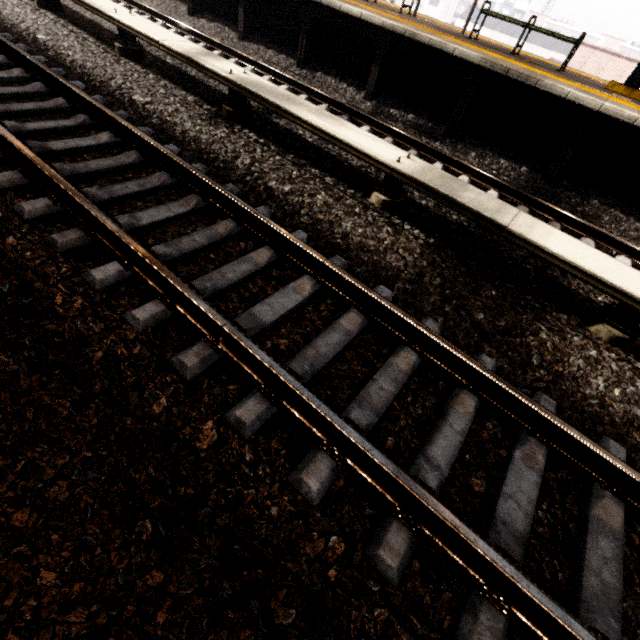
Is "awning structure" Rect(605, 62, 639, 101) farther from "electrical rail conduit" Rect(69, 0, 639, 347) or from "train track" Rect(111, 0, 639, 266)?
"electrical rail conduit" Rect(69, 0, 639, 347)

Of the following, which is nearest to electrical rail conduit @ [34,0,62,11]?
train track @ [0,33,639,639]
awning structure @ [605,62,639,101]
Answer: train track @ [0,33,639,639]

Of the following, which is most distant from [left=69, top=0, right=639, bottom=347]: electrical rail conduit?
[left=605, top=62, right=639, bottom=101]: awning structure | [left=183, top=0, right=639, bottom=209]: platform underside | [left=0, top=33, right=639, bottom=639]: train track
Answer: [left=605, top=62, right=639, bottom=101]: awning structure

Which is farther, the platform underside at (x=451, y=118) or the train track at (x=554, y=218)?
the platform underside at (x=451, y=118)

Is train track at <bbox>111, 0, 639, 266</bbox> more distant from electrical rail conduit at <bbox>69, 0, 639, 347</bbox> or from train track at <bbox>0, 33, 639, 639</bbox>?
train track at <bbox>0, 33, 639, 639</bbox>

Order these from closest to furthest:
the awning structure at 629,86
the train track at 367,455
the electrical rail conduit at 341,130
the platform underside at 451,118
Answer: Result: the train track at 367,455 < the electrical rail conduit at 341,130 < the platform underside at 451,118 < the awning structure at 629,86

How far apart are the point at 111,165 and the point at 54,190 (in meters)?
0.72

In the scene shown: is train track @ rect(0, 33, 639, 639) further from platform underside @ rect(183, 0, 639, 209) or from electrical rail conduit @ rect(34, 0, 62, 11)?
platform underside @ rect(183, 0, 639, 209)
